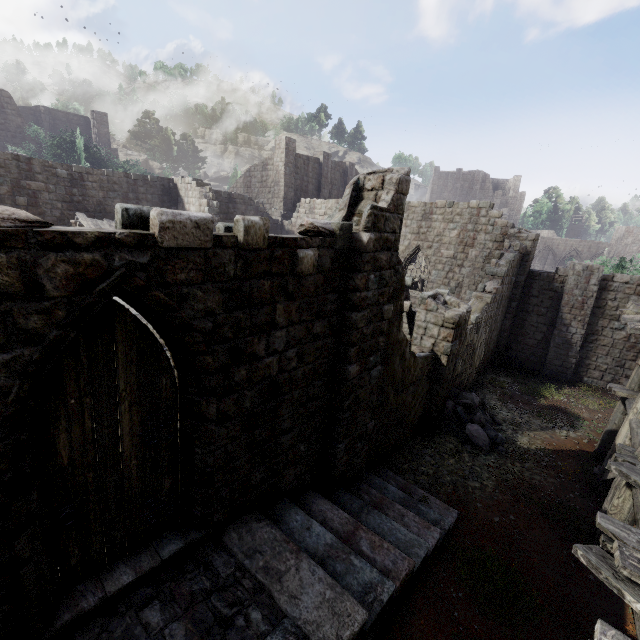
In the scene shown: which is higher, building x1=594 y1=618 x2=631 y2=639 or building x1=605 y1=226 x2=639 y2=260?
building x1=605 y1=226 x2=639 y2=260

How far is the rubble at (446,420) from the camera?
10.9m

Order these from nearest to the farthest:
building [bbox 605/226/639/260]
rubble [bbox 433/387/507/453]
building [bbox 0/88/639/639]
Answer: building [bbox 0/88/639/639] < rubble [bbox 433/387/507/453] < building [bbox 605/226/639/260]

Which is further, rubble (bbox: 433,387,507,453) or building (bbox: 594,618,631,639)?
rubble (bbox: 433,387,507,453)

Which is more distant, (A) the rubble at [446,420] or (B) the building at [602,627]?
(A) the rubble at [446,420]

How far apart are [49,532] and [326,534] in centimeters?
394cm

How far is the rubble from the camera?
10.9m

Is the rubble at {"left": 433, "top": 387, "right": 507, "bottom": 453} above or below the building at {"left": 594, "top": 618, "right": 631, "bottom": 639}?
below
